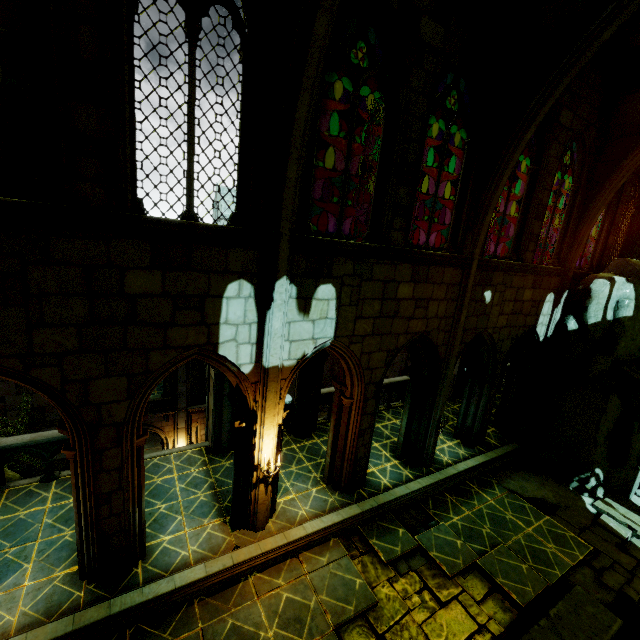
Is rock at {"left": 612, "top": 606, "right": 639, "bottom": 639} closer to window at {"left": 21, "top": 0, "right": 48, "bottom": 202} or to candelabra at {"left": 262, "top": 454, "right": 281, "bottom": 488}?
window at {"left": 21, "top": 0, "right": 48, "bottom": 202}

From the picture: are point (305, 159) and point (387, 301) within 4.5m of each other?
yes

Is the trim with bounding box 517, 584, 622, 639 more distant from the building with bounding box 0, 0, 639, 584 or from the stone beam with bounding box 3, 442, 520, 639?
the building with bounding box 0, 0, 639, 584

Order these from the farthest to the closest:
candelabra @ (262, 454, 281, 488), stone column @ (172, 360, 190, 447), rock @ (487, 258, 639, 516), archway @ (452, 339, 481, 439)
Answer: stone column @ (172, 360, 190, 447) < archway @ (452, 339, 481, 439) < rock @ (487, 258, 639, 516) < candelabra @ (262, 454, 281, 488)

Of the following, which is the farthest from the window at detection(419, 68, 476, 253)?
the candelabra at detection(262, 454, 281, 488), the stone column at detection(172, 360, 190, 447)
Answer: the stone column at detection(172, 360, 190, 447)

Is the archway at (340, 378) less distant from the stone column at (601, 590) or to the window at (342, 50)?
the window at (342, 50)

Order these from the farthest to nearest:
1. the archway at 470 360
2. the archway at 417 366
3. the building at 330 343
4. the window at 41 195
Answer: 1. the archway at 470 360
2. the archway at 417 366
3. the building at 330 343
4. the window at 41 195

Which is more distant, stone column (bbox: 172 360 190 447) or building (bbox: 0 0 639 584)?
stone column (bbox: 172 360 190 447)
